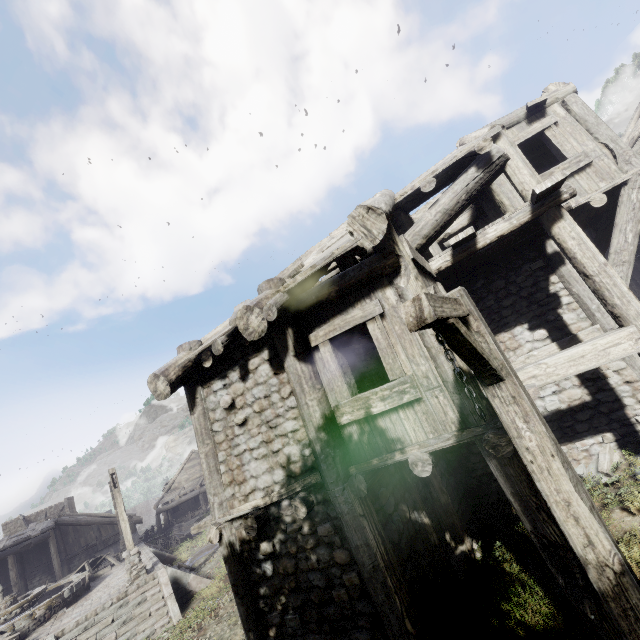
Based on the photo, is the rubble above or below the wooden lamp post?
below

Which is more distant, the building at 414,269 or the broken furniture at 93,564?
the broken furniture at 93,564

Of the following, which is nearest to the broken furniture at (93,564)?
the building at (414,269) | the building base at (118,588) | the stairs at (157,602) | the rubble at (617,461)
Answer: the building base at (118,588)

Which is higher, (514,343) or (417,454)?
(514,343)

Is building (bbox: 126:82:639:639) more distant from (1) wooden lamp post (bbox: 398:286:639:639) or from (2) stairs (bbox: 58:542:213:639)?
(2) stairs (bbox: 58:542:213:639)

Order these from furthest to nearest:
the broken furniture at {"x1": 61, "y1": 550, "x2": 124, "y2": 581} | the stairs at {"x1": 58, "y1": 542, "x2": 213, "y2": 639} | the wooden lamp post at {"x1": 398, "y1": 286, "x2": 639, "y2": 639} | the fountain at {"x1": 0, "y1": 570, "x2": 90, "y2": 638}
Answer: the broken furniture at {"x1": 61, "y1": 550, "x2": 124, "y2": 581}
the fountain at {"x1": 0, "y1": 570, "x2": 90, "y2": 638}
the stairs at {"x1": 58, "y1": 542, "x2": 213, "y2": 639}
the wooden lamp post at {"x1": 398, "y1": 286, "x2": 639, "y2": 639}

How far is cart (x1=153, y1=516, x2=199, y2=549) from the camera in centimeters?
2397cm

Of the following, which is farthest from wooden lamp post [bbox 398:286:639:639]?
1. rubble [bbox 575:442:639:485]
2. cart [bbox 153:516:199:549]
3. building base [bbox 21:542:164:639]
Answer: cart [bbox 153:516:199:549]
